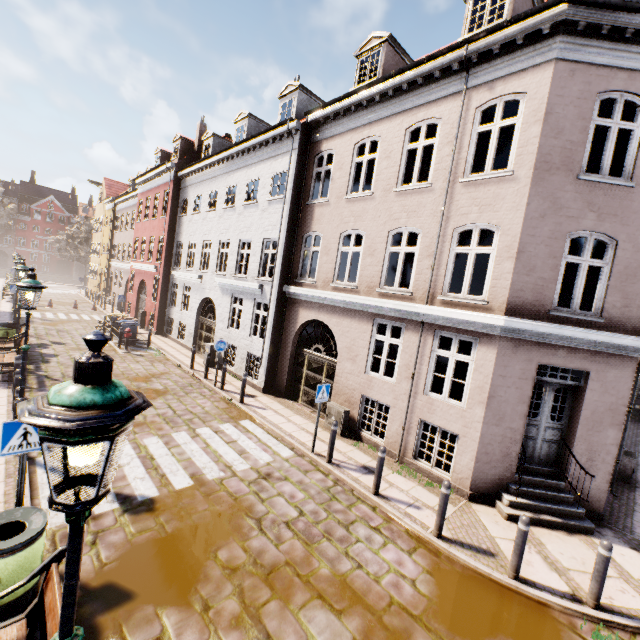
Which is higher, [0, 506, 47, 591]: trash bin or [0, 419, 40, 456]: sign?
[0, 419, 40, 456]: sign

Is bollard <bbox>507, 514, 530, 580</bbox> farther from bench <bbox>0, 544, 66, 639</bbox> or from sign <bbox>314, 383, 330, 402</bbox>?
bench <bbox>0, 544, 66, 639</bbox>

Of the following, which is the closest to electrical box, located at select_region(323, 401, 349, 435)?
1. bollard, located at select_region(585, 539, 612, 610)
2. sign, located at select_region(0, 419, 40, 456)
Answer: bollard, located at select_region(585, 539, 612, 610)

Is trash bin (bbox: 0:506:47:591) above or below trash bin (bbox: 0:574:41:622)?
above

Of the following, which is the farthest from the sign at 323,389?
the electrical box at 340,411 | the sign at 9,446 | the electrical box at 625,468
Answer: the electrical box at 625,468

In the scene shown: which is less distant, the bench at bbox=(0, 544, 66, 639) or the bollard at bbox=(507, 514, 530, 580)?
the bench at bbox=(0, 544, 66, 639)

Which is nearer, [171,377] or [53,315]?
[171,377]

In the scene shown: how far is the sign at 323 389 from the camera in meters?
8.4 m
